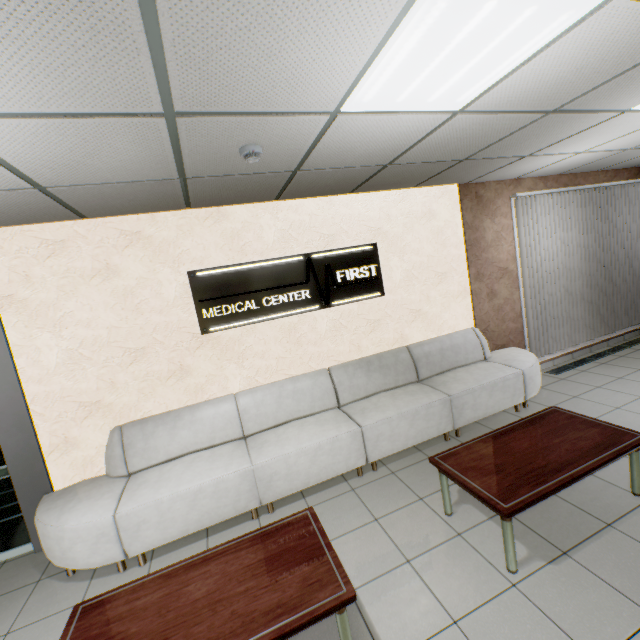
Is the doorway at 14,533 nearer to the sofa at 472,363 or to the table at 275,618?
the sofa at 472,363

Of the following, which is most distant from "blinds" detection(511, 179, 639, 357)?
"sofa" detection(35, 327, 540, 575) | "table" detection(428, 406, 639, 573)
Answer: "table" detection(428, 406, 639, 573)

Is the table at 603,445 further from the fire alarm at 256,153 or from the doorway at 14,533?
the doorway at 14,533

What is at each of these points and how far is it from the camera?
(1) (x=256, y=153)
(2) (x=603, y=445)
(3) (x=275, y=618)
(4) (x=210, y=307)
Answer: (1) fire alarm, 2.3m
(2) table, 2.6m
(3) table, 1.7m
(4) sign, 3.7m

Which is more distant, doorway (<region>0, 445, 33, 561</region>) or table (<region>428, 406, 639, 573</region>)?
doorway (<region>0, 445, 33, 561</region>)

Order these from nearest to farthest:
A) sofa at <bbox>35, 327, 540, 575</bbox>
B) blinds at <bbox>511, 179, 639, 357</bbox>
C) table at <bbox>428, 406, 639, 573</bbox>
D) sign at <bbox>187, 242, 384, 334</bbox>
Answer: table at <bbox>428, 406, 639, 573</bbox> → sofa at <bbox>35, 327, 540, 575</bbox> → sign at <bbox>187, 242, 384, 334</bbox> → blinds at <bbox>511, 179, 639, 357</bbox>

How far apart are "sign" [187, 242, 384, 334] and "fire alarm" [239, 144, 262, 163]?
1.5m

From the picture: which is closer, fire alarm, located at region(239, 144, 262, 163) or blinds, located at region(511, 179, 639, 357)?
fire alarm, located at region(239, 144, 262, 163)
